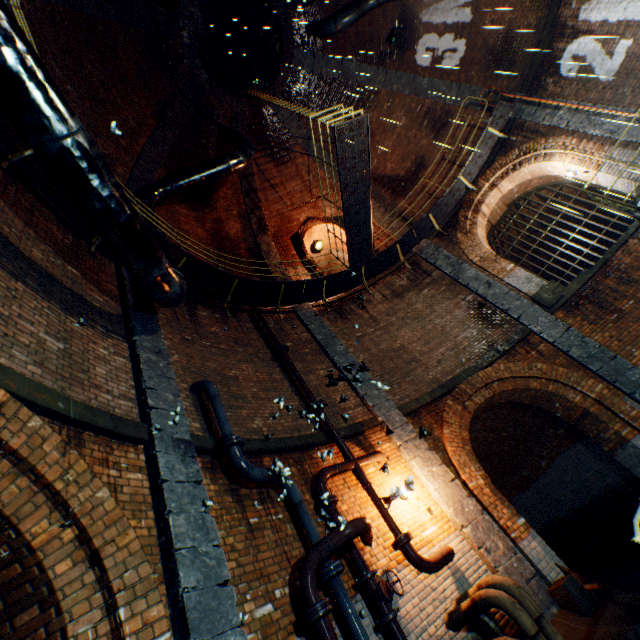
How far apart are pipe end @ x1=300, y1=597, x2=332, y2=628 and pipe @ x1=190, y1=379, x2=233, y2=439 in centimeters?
233cm

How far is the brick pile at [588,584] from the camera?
5.6m

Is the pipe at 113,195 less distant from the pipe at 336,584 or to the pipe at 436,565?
the pipe at 336,584

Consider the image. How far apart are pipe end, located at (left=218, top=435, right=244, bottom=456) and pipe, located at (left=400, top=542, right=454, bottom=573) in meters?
3.2 m

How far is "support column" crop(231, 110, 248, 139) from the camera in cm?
1318

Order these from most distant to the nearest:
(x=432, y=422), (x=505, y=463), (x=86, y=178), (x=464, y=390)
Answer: (x=505, y=463) < (x=464, y=390) < (x=432, y=422) < (x=86, y=178)

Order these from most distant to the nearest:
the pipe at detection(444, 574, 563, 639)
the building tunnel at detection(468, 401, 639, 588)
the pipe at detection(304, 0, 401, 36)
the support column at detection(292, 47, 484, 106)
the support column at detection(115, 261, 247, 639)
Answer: the support column at detection(292, 47, 484, 106)
the pipe at detection(304, 0, 401, 36)
the building tunnel at detection(468, 401, 639, 588)
the pipe at detection(444, 574, 563, 639)
the support column at detection(115, 261, 247, 639)

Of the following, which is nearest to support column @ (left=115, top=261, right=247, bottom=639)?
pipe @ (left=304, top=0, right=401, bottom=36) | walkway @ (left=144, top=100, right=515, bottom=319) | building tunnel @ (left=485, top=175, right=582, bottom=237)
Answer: walkway @ (left=144, top=100, right=515, bottom=319)
